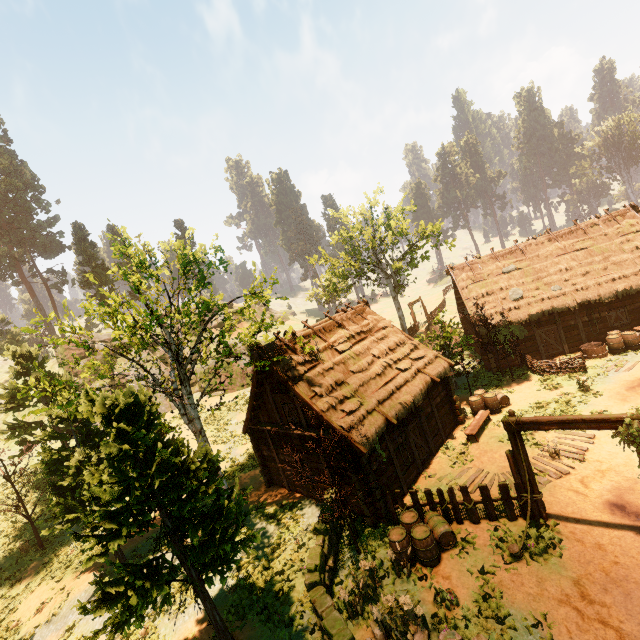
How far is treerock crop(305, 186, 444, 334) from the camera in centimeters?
2888cm

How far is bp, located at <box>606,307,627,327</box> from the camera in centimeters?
2042cm

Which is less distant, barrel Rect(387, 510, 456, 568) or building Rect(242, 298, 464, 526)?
barrel Rect(387, 510, 456, 568)

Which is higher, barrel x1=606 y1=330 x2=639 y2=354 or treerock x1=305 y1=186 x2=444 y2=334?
treerock x1=305 y1=186 x2=444 y2=334

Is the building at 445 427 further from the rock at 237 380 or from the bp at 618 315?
the rock at 237 380

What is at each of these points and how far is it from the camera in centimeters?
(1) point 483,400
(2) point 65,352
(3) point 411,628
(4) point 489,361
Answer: (1) barrel, 1798cm
(2) rock, 3788cm
(3) treerock, 819cm
(4) building, 2267cm

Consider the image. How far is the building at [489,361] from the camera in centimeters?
2242cm

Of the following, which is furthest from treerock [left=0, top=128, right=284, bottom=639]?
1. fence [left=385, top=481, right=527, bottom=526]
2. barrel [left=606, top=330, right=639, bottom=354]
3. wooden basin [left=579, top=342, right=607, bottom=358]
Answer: wooden basin [left=579, top=342, right=607, bottom=358]
